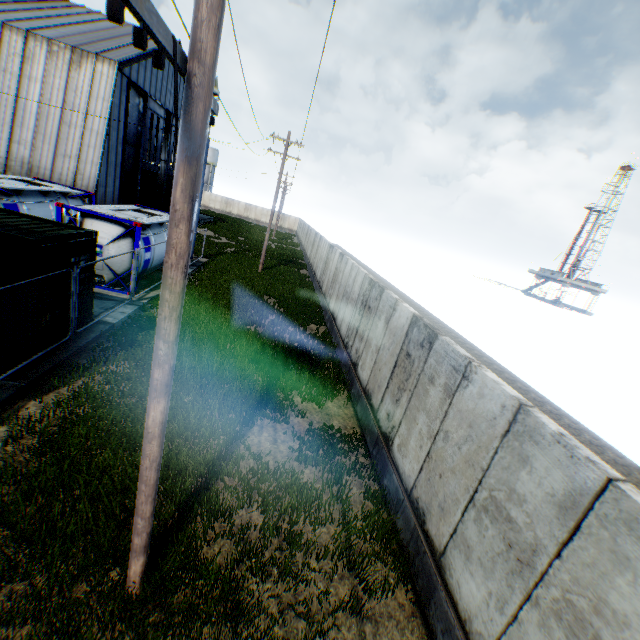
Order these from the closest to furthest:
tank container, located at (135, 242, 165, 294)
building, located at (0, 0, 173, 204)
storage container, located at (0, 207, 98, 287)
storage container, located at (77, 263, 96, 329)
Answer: storage container, located at (0, 207, 98, 287) < storage container, located at (77, 263, 96, 329) < tank container, located at (135, 242, 165, 294) < building, located at (0, 0, 173, 204)

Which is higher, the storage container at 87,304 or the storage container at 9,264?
the storage container at 9,264

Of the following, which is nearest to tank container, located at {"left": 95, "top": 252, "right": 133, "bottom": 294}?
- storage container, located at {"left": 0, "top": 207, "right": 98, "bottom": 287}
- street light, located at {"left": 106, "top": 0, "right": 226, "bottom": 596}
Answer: storage container, located at {"left": 0, "top": 207, "right": 98, "bottom": 287}

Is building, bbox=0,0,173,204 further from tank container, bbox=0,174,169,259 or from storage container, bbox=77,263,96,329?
storage container, bbox=77,263,96,329

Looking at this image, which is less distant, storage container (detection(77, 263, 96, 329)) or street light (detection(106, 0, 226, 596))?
street light (detection(106, 0, 226, 596))

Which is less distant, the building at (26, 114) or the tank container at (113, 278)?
the tank container at (113, 278)

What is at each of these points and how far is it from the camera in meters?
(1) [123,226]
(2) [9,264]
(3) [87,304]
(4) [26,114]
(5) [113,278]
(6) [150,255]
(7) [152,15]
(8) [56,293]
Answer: (1) tank container, 12.8
(2) storage container, 7.3
(3) storage container, 9.9
(4) building, 22.3
(5) tank container, 13.3
(6) tank container, 14.4
(7) street light, 1.8
(8) storage container, 8.4

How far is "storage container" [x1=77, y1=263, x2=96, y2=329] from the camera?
9.42m
